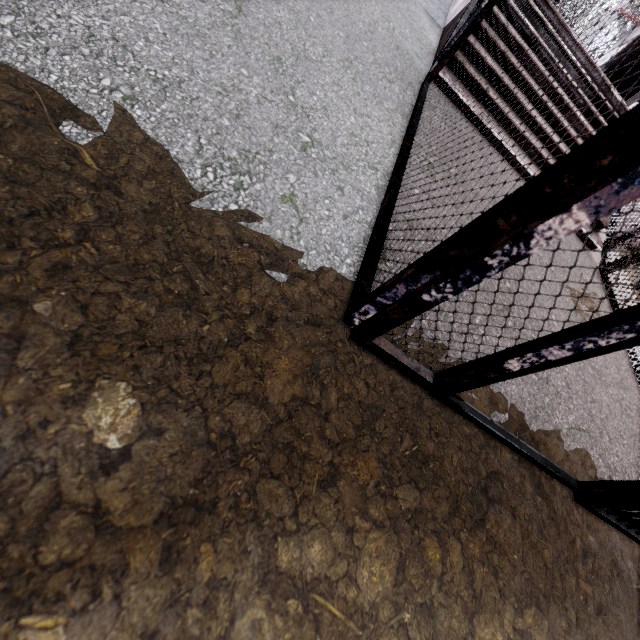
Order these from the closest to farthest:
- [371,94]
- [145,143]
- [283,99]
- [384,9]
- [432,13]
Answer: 1. [145,143]
2. [283,99]
3. [371,94]
4. [384,9]
5. [432,13]

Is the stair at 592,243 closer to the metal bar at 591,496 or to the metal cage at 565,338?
the metal cage at 565,338

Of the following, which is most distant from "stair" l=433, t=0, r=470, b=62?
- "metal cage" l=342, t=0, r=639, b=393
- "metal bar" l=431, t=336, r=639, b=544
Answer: "metal bar" l=431, t=336, r=639, b=544

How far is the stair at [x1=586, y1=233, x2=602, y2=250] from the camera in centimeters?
398cm

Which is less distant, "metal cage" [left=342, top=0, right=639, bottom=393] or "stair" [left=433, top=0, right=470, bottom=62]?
"metal cage" [left=342, top=0, right=639, bottom=393]

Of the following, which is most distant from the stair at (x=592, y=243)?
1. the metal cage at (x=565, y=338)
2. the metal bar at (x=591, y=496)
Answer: the metal bar at (x=591, y=496)

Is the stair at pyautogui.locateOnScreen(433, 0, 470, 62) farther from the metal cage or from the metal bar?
the metal bar
